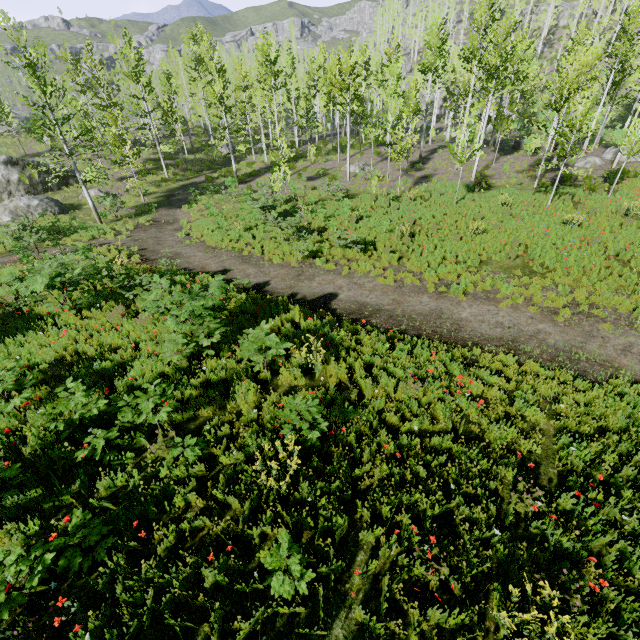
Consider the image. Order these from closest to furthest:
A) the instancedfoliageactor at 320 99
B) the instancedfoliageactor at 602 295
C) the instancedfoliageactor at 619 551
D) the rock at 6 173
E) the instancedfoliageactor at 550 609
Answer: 1. the instancedfoliageactor at 550 609
2. the instancedfoliageactor at 619 551
3. the instancedfoliageactor at 320 99
4. the instancedfoliageactor at 602 295
5. the rock at 6 173

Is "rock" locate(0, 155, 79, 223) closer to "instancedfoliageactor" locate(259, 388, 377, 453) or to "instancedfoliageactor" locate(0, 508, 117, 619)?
"instancedfoliageactor" locate(259, 388, 377, 453)

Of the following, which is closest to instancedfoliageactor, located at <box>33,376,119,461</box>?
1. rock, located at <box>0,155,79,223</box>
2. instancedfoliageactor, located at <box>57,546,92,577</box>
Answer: rock, located at <box>0,155,79,223</box>

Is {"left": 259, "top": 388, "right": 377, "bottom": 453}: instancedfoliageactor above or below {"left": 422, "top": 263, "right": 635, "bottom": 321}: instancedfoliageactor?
above

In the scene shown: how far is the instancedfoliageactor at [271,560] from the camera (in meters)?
3.65

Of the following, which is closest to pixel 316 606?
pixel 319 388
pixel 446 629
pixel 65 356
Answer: pixel 446 629

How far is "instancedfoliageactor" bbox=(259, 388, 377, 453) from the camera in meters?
5.1
